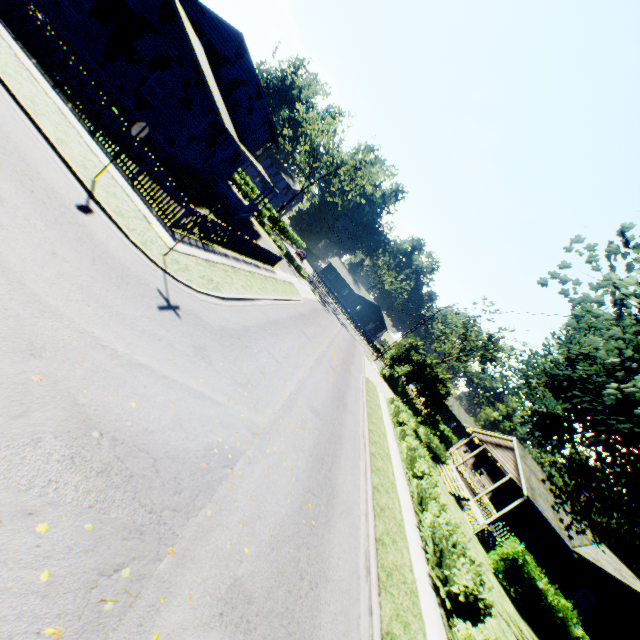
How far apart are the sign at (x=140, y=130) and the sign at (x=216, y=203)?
2.5 meters

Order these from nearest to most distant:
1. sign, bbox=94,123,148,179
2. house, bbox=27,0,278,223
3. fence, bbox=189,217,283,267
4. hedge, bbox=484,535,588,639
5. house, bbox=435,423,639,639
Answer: sign, bbox=94,123,148,179 → fence, bbox=189,217,283,267 → house, bbox=27,0,278,223 → hedge, bbox=484,535,588,639 → house, bbox=435,423,639,639

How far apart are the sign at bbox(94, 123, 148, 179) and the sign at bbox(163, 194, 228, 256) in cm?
254

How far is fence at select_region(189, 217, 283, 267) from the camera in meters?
14.5 m

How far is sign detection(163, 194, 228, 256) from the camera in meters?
9.8

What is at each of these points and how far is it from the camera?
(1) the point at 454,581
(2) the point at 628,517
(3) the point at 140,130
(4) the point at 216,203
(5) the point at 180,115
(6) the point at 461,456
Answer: (1) hedge, 10.0 meters
(2) plant, 10.7 meters
(3) sign, 9.6 meters
(4) sign, 9.7 meters
(5) house, 18.8 meters
(6) house, 38.5 meters

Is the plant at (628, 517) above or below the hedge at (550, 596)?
above

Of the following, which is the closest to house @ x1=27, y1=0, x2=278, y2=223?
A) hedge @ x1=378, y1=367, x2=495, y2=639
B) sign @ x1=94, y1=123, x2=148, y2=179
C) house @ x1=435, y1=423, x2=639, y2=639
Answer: sign @ x1=94, y1=123, x2=148, y2=179
